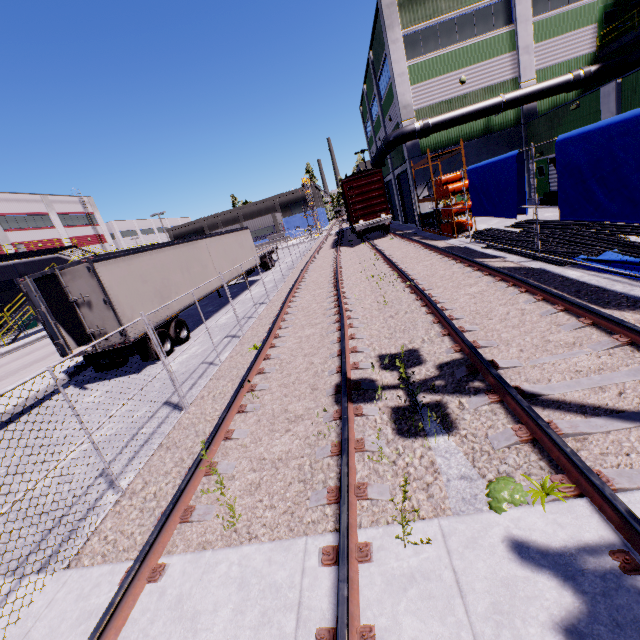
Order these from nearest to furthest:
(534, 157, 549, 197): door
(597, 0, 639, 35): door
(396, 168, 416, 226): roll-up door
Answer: (597, 0, 639, 35): door → (534, 157, 549, 197): door → (396, 168, 416, 226): roll-up door

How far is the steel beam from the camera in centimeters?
1784cm

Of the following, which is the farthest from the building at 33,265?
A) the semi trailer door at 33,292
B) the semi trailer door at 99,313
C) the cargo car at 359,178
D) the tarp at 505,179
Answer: the semi trailer door at 99,313

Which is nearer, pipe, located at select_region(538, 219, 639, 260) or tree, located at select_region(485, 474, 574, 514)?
tree, located at select_region(485, 474, 574, 514)

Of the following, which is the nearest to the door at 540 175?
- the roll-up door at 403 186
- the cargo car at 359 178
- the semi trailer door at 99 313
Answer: the roll-up door at 403 186

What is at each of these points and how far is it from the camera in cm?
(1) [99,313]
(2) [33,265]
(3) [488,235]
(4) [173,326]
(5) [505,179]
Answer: (1) semi trailer door, 1004
(2) building, 3788
(3) pipe, 1395
(4) semi trailer, 1257
(5) tarp, 1020

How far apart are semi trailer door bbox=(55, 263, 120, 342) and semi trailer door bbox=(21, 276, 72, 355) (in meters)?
0.45

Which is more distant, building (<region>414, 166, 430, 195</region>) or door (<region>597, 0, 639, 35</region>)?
building (<region>414, 166, 430, 195</region>)
